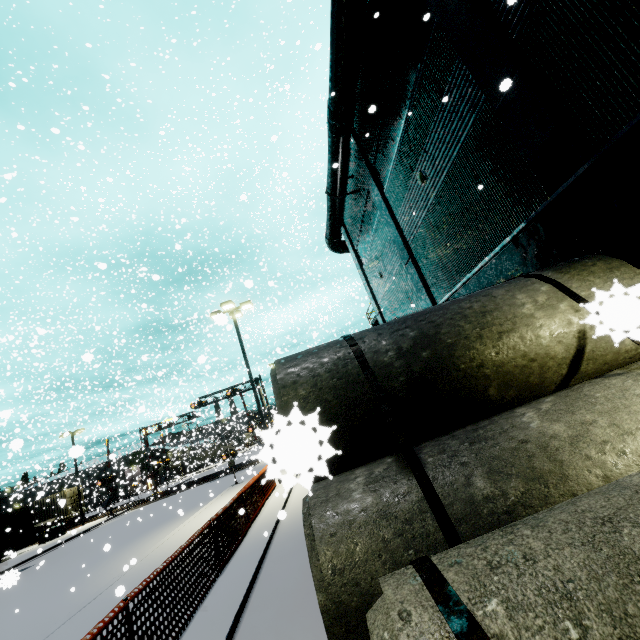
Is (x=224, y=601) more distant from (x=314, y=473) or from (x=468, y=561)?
(x=314, y=473)

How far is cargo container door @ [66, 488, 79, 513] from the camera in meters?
35.2 m

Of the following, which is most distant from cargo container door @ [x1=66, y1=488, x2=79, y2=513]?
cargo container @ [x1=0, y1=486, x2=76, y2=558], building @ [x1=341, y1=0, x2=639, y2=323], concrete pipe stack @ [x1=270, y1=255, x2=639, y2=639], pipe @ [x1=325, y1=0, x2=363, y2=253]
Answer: concrete pipe stack @ [x1=270, y1=255, x2=639, y2=639]

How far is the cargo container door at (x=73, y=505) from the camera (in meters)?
35.24

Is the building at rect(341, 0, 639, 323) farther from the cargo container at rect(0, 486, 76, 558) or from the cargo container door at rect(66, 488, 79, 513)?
the cargo container door at rect(66, 488, 79, 513)

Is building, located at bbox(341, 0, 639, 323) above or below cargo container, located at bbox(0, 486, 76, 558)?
above

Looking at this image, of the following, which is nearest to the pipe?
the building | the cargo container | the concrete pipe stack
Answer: the building

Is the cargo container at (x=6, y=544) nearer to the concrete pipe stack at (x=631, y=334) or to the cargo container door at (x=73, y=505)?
the cargo container door at (x=73, y=505)
